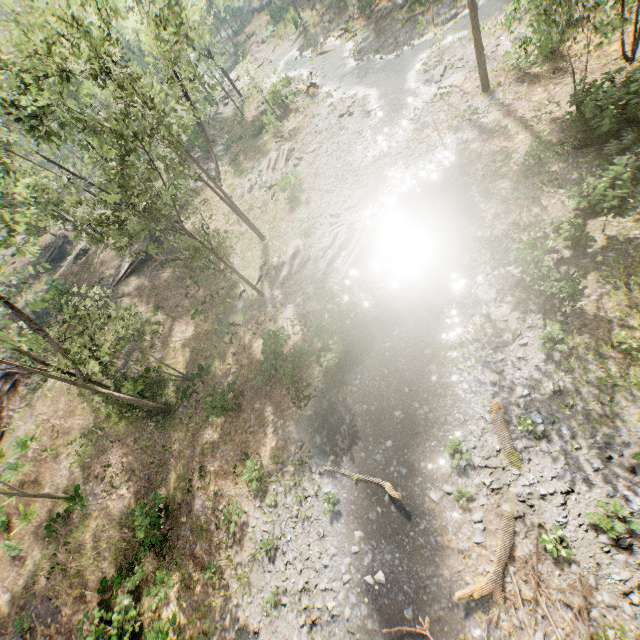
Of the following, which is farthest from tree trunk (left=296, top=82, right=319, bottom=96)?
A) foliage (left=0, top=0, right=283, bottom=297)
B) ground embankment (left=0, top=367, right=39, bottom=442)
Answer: ground embankment (left=0, top=367, right=39, bottom=442)

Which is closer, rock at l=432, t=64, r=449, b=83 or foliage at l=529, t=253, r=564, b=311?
foliage at l=529, t=253, r=564, b=311

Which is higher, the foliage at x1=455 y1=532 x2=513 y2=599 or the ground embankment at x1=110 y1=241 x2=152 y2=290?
the ground embankment at x1=110 y1=241 x2=152 y2=290

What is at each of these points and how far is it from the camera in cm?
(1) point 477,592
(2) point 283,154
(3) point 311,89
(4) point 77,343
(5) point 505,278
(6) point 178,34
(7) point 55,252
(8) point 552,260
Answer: (1) foliage, 1012
(2) foliage, 3216
(3) tree trunk, 3638
(4) foliage, 1659
(5) foliage, 1468
(6) foliage, 1686
(7) ground embankment, 4128
(8) foliage, 1392

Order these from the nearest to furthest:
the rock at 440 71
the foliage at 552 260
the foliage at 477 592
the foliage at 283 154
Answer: the foliage at 477 592 < the foliage at 552 260 < the rock at 440 71 < the foliage at 283 154

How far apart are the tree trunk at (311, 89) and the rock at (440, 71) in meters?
14.7

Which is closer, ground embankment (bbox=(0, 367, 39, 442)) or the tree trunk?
ground embankment (bbox=(0, 367, 39, 442))

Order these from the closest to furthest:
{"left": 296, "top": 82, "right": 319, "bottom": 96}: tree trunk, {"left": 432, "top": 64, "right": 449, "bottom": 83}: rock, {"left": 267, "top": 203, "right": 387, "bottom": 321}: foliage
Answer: {"left": 267, "top": 203, "right": 387, "bottom": 321}: foliage, {"left": 432, "top": 64, "right": 449, "bottom": 83}: rock, {"left": 296, "top": 82, "right": 319, "bottom": 96}: tree trunk
